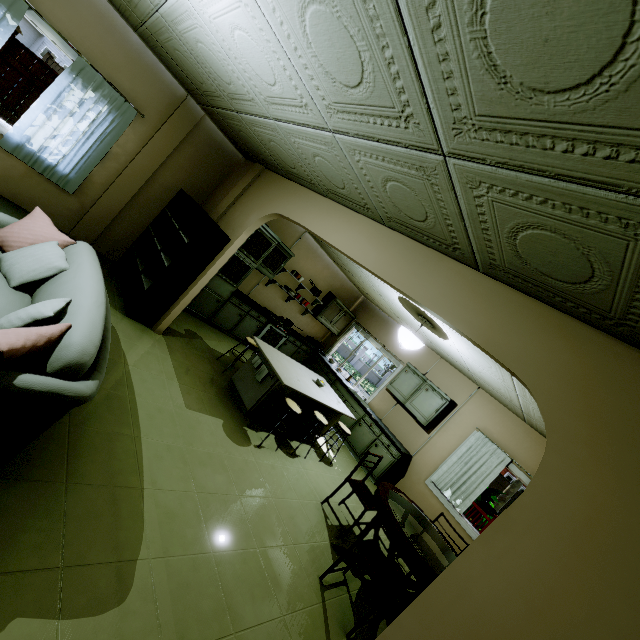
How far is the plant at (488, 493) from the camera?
7.3 meters

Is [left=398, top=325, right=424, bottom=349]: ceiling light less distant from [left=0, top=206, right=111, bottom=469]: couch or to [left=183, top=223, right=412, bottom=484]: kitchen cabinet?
[left=183, top=223, right=412, bottom=484]: kitchen cabinet

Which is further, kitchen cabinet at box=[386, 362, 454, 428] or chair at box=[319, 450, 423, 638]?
kitchen cabinet at box=[386, 362, 454, 428]

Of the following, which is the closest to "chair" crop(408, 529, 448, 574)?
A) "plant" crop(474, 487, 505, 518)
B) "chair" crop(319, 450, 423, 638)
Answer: "chair" crop(319, 450, 423, 638)

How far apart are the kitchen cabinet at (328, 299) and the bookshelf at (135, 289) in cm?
385

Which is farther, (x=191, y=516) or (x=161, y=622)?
(x=191, y=516)

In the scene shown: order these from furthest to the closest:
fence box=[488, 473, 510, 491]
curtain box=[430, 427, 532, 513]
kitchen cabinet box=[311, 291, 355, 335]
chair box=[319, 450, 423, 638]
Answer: fence box=[488, 473, 510, 491], kitchen cabinet box=[311, 291, 355, 335], curtain box=[430, 427, 532, 513], chair box=[319, 450, 423, 638]

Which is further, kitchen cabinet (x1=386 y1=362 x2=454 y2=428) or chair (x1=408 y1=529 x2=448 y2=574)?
kitchen cabinet (x1=386 y1=362 x2=454 y2=428)
